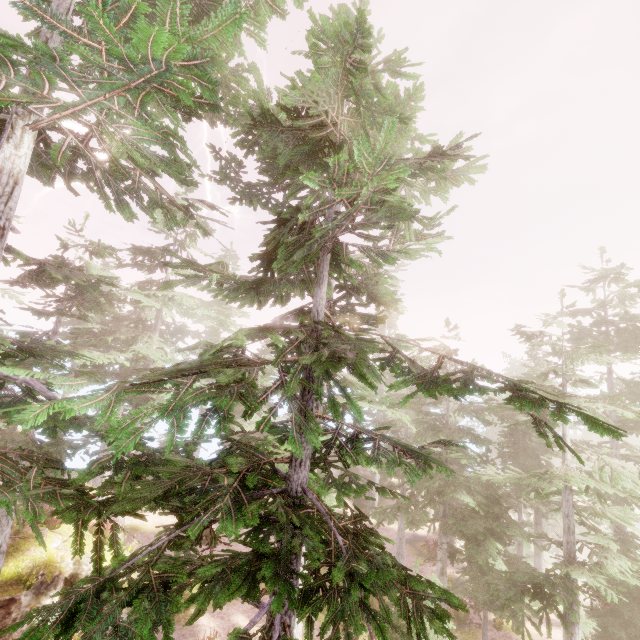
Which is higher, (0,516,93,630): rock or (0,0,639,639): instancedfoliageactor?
(0,0,639,639): instancedfoliageactor

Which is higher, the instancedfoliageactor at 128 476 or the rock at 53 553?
the instancedfoliageactor at 128 476

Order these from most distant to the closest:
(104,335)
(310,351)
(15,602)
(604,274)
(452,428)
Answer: (452,428) → (604,274) → (104,335) → (15,602) → (310,351)

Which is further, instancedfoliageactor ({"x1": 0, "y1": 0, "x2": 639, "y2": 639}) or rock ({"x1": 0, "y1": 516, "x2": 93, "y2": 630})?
rock ({"x1": 0, "y1": 516, "x2": 93, "y2": 630})

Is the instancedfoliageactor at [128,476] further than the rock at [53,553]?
No
